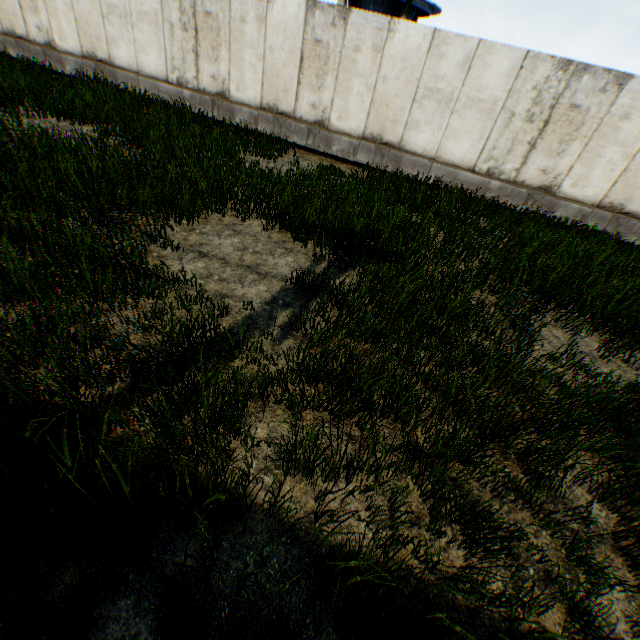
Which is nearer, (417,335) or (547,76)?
(417,335)
